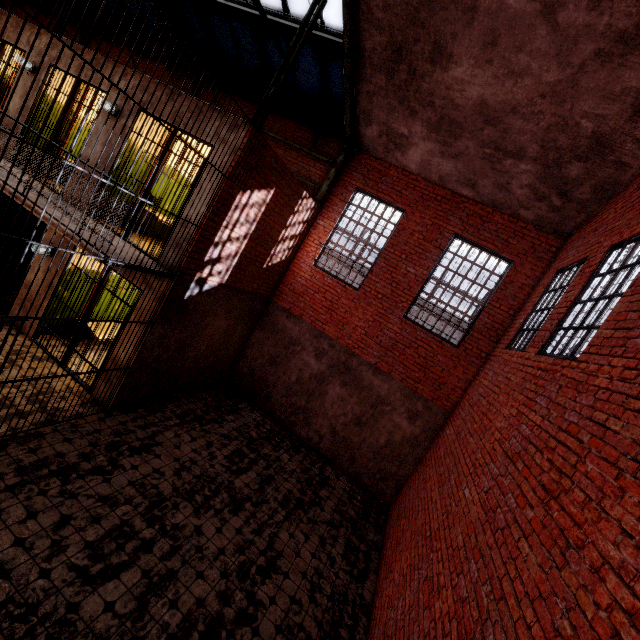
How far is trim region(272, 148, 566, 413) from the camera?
7.9 meters

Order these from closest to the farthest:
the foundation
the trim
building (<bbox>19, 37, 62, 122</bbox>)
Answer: building (<bbox>19, 37, 62, 122</bbox>) < the trim < the foundation

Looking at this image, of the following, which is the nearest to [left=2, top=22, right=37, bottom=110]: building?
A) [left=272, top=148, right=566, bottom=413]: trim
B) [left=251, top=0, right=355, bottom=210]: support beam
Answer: [left=251, top=0, right=355, bottom=210]: support beam

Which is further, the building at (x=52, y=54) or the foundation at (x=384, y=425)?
the foundation at (x=384, y=425)

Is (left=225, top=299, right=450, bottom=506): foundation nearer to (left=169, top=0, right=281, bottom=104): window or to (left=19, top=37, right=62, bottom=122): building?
(left=19, top=37, right=62, bottom=122): building

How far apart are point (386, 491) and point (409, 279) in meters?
5.7

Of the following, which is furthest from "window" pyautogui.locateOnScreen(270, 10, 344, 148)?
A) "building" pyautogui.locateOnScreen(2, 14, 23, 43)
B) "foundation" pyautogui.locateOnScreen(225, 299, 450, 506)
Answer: "foundation" pyautogui.locateOnScreen(225, 299, 450, 506)

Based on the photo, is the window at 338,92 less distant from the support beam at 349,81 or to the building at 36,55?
the support beam at 349,81
